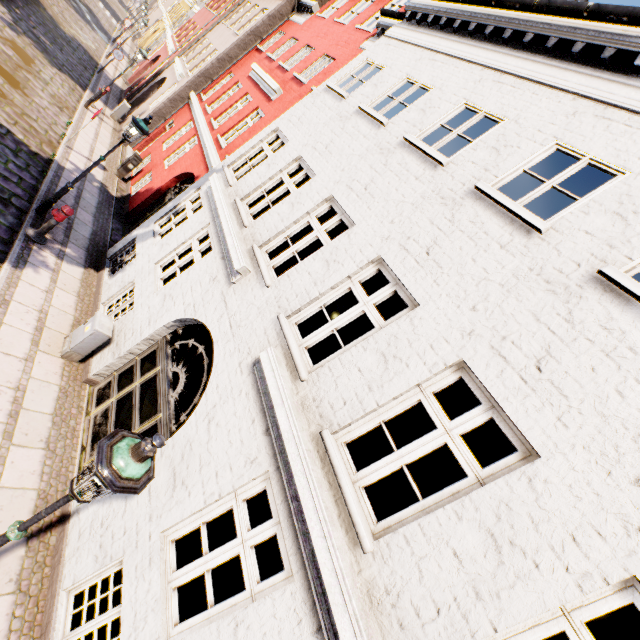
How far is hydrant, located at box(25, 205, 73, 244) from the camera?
7.7 meters

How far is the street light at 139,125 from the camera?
7.8 meters

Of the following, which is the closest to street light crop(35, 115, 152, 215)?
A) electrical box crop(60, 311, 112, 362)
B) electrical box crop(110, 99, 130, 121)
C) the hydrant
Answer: the hydrant

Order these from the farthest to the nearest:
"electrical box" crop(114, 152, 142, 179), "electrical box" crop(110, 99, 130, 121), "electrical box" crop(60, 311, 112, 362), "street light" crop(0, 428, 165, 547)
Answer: "electrical box" crop(110, 99, 130, 121) < "electrical box" crop(114, 152, 142, 179) < "electrical box" crop(60, 311, 112, 362) < "street light" crop(0, 428, 165, 547)

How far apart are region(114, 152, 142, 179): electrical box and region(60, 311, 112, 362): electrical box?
9.6 meters

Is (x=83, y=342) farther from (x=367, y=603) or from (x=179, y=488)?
(x=367, y=603)

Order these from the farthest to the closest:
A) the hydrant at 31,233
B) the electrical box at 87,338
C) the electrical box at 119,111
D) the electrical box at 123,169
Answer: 1. the electrical box at 119,111
2. the electrical box at 123,169
3. the hydrant at 31,233
4. the electrical box at 87,338

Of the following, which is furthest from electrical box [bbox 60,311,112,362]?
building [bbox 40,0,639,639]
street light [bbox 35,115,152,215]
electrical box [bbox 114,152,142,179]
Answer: electrical box [bbox 114,152,142,179]
